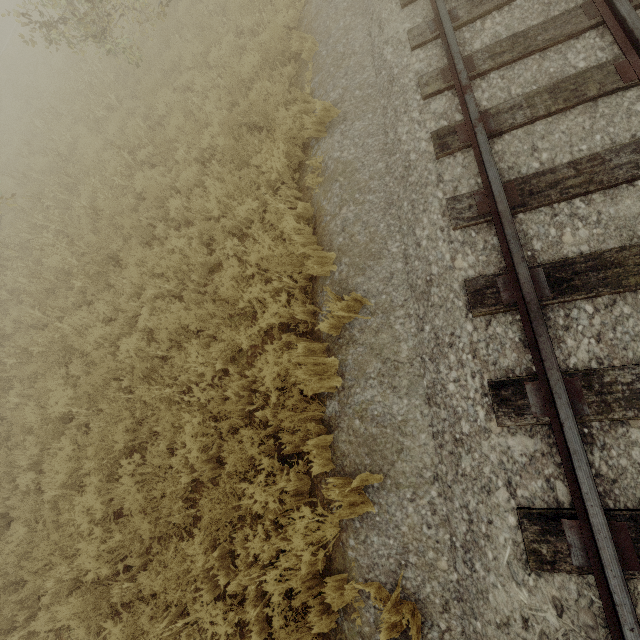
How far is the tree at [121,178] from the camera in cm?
738

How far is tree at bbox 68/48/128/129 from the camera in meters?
9.1

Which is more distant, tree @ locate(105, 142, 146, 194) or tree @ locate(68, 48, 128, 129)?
tree @ locate(68, 48, 128, 129)

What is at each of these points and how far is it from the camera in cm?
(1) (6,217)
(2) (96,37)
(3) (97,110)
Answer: (1) tree, 1022
(2) tree, 780
(3) tree, 919

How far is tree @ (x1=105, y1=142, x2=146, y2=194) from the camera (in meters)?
7.38

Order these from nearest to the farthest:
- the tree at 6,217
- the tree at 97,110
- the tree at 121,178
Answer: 1. the tree at 6,217
2. the tree at 121,178
3. the tree at 97,110

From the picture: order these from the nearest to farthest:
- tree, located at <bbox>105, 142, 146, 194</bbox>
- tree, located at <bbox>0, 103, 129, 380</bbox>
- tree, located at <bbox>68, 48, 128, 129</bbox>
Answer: tree, located at <bbox>0, 103, 129, 380</bbox>
tree, located at <bbox>105, 142, 146, 194</bbox>
tree, located at <bbox>68, 48, 128, 129</bbox>
